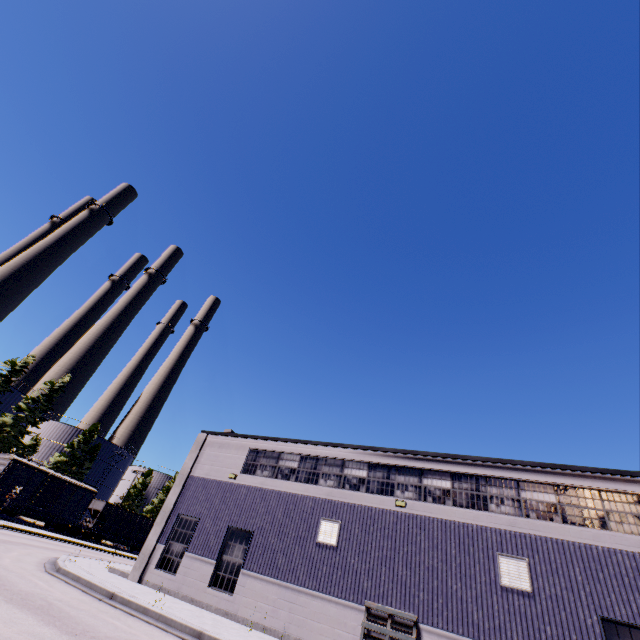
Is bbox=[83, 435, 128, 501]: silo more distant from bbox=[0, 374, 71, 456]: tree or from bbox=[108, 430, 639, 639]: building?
bbox=[108, 430, 639, 639]: building

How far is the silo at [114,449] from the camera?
54.73m

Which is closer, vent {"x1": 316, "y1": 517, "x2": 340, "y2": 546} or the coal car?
vent {"x1": 316, "y1": 517, "x2": 340, "y2": 546}

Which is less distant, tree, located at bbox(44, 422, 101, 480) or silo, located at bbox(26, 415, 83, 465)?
tree, located at bbox(44, 422, 101, 480)

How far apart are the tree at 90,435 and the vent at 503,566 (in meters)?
58.72

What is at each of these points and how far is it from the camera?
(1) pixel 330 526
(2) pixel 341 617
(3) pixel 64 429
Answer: (1) vent, 14.8m
(2) building, 12.5m
(3) silo, 54.6m

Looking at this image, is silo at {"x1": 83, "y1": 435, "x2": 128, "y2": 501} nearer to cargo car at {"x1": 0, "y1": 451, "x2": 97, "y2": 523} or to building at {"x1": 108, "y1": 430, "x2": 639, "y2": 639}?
cargo car at {"x1": 0, "y1": 451, "x2": 97, "y2": 523}

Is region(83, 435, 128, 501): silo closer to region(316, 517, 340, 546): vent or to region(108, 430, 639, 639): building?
region(108, 430, 639, 639): building
